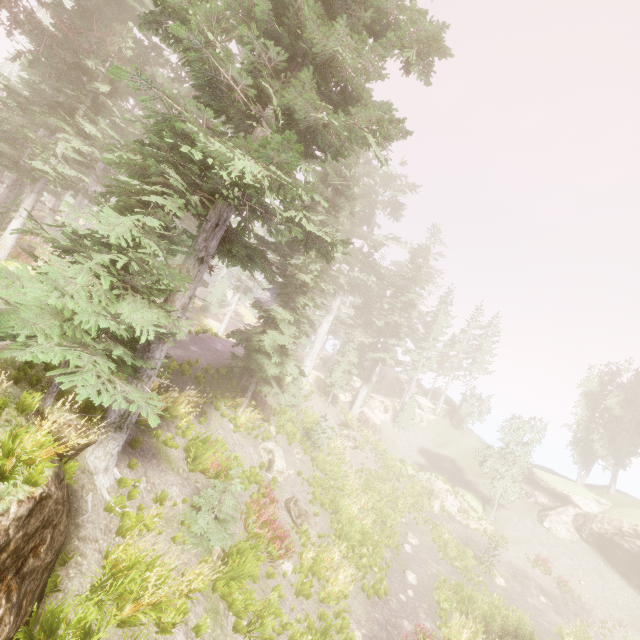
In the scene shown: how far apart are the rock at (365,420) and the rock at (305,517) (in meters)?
19.44

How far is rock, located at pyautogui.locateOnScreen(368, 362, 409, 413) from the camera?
40.2m

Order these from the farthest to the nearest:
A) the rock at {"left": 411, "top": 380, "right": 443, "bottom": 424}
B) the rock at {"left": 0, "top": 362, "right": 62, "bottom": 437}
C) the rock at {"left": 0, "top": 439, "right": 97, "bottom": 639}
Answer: the rock at {"left": 411, "top": 380, "right": 443, "bottom": 424} < the rock at {"left": 0, "top": 362, "right": 62, "bottom": 437} < the rock at {"left": 0, "top": 439, "right": 97, "bottom": 639}

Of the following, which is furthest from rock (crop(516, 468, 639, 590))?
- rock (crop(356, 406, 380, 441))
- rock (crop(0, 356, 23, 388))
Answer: rock (crop(0, 356, 23, 388))

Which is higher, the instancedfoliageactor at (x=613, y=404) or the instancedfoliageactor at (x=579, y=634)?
the instancedfoliageactor at (x=613, y=404)

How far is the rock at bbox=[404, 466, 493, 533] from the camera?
26.6m

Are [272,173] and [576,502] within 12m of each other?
no

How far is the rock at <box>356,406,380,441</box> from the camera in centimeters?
3394cm
